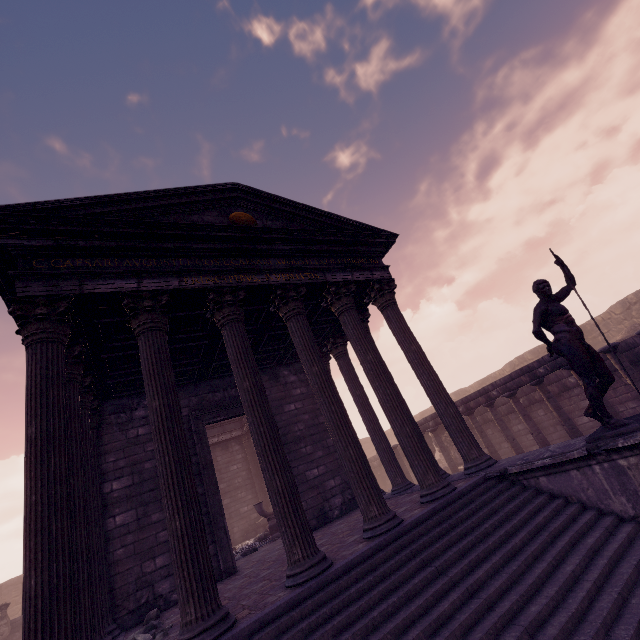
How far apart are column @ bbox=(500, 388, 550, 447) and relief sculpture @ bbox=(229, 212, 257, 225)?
10.23m

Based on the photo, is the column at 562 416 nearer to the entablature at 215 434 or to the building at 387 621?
the building at 387 621

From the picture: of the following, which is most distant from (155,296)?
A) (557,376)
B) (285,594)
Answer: (557,376)

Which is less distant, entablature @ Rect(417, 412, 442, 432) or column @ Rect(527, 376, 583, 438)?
column @ Rect(527, 376, 583, 438)

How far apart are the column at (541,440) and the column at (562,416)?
0.5m

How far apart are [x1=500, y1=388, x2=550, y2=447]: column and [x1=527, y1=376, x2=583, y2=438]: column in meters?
0.5 m

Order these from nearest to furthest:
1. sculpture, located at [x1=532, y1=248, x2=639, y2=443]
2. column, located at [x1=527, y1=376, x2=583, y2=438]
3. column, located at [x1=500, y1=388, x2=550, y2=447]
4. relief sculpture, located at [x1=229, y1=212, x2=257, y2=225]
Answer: sculpture, located at [x1=532, y1=248, x2=639, y2=443] < relief sculpture, located at [x1=229, y1=212, x2=257, y2=225] < column, located at [x1=527, y1=376, x2=583, y2=438] < column, located at [x1=500, y1=388, x2=550, y2=447]

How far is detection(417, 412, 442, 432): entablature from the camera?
14.30m
